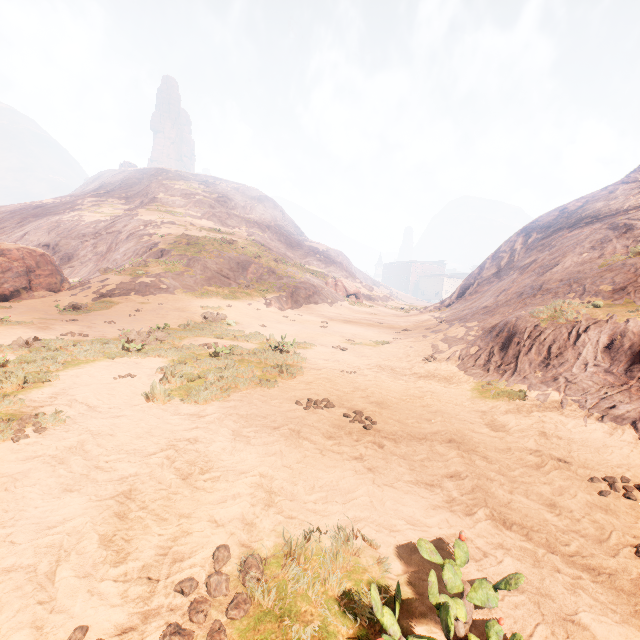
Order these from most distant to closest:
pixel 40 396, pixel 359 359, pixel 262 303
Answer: pixel 262 303 < pixel 359 359 < pixel 40 396

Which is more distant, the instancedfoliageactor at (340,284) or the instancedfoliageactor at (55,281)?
the instancedfoliageactor at (340,284)

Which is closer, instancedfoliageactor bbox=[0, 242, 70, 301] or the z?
the z

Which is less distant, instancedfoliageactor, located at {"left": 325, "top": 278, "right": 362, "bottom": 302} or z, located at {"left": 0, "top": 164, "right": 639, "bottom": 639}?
z, located at {"left": 0, "top": 164, "right": 639, "bottom": 639}

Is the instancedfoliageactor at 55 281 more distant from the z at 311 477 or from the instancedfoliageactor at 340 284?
the instancedfoliageactor at 340 284

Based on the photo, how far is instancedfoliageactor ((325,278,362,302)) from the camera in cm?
3826

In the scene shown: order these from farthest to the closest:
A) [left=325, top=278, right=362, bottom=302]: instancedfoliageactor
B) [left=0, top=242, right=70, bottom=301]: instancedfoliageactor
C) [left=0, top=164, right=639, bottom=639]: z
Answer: [left=325, top=278, right=362, bottom=302]: instancedfoliageactor → [left=0, top=242, right=70, bottom=301]: instancedfoliageactor → [left=0, top=164, right=639, bottom=639]: z

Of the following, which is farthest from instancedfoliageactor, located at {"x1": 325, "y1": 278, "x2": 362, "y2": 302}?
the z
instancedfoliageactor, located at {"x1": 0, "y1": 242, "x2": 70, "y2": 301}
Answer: instancedfoliageactor, located at {"x1": 0, "y1": 242, "x2": 70, "y2": 301}
